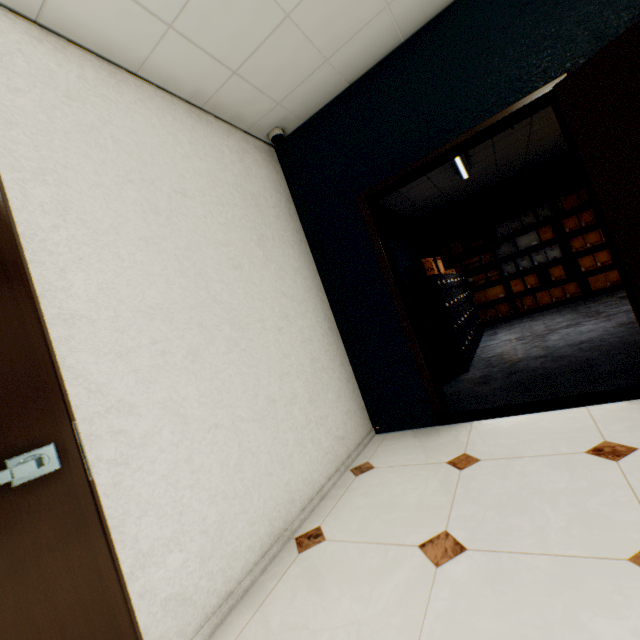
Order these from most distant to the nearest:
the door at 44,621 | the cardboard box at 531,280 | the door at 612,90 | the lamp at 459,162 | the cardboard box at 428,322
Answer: the cardboard box at 531,280 < the lamp at 459,162 < the cardboard box at 428,322 < the door at 612,90 < the door at 44,621

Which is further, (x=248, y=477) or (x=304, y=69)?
(x=304, y=69)

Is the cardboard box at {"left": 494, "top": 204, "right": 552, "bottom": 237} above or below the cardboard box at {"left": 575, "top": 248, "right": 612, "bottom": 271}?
above

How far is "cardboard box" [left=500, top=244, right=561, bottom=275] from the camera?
6.5m

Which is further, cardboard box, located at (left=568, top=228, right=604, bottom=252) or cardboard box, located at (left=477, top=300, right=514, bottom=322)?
cardboard box, located at (left=477, top=300, right=514, bottom=322)

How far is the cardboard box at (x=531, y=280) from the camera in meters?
6.8 m

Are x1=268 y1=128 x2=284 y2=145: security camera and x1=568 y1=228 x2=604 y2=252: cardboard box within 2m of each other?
no

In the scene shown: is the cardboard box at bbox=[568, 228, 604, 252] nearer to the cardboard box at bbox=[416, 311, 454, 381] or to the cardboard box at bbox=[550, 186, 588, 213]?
the cardboard box at bbox=[550, 186, 588, 213]
